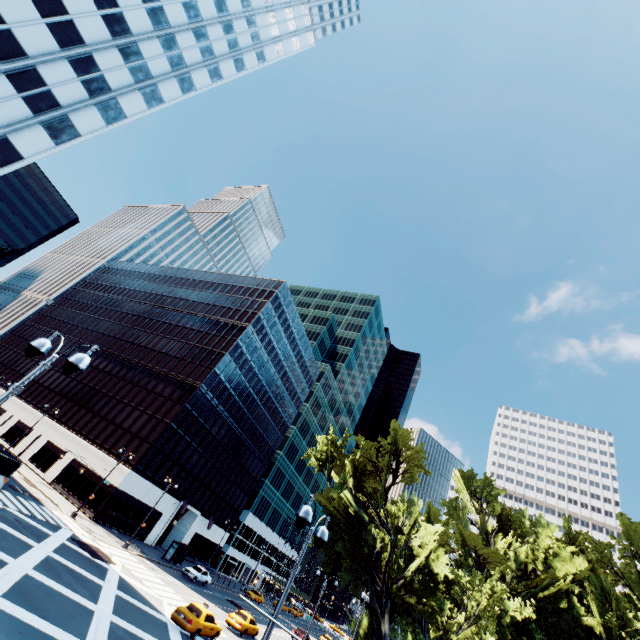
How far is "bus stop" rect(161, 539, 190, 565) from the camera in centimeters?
4075cm

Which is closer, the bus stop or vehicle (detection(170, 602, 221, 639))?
vehicle (detection(170, 602, 221, 639))

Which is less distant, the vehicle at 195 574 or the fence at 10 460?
the fence at 10 460

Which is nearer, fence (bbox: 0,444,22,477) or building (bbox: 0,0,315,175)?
building (bbox: 0,0,315,175)

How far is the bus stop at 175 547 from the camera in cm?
4075

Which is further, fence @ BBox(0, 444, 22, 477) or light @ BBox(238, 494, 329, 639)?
fence @ BBox(0, 444, 22, 477)

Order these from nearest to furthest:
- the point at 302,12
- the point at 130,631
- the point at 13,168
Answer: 1. the point at 130,631
2. the point at 13,168
3. the point at 302,12

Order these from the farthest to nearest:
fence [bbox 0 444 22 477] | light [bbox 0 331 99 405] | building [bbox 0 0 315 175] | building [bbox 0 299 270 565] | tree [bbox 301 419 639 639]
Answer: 1. building [bbox 0 299 270 565]
2. fence [bbox 0 444 22 477]
3. building [bbox 0 0 315 175]
4. tree [bbox 301 419 639 639]
5. light [bbox 0 331 99 405]
